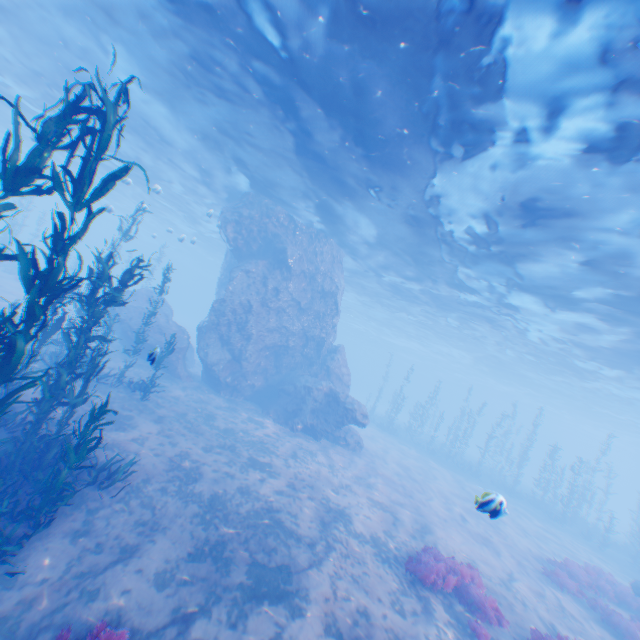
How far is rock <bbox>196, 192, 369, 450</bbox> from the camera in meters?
19.2 m

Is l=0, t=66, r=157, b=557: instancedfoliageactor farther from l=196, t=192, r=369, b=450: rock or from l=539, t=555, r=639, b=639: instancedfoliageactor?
l=539, t=555, r=639, b=639: instancedfoliageactor

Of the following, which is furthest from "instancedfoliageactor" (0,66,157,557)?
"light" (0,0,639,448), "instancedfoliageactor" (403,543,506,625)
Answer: "instancedfoliageactor" (403,543,506,625)

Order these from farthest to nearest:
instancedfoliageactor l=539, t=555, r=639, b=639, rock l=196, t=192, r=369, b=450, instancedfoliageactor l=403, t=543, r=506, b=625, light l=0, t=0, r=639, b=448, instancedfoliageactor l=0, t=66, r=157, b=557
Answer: rock l=196, t=192, r=369, b=450, instancedfoliageactor l=539, t=555, r=639, b=639, instancedfoliageactor l=403, t=543, r=506, b=625, light l=0, t=0, r=639, b=448, instancedfoliageactor l=0, t=66, r=157, b=557

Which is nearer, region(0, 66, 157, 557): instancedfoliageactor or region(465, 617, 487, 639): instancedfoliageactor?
region(0, 66, 157, 557): instancedfoliageactor

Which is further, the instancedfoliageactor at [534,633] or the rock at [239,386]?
the rock at [239,386]

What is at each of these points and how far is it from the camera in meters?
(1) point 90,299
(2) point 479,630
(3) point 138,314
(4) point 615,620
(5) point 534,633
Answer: (1) instancedfoliageactor, 7.8
(2) instancedfoliageactor, 7.7
(3) rock, 19.9
(4) instancedfoliageactor, 11.4
(5) instancedfoliageactor, 8.3

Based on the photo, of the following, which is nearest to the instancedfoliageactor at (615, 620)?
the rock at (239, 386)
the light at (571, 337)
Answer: the rock at (239, 386)
